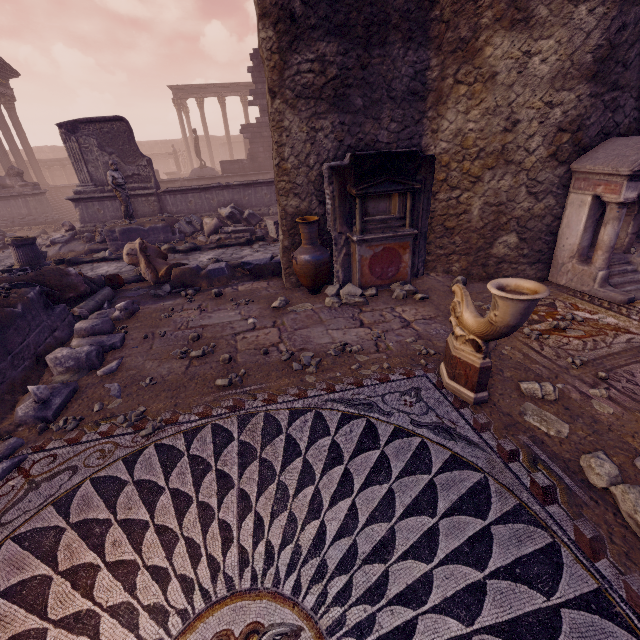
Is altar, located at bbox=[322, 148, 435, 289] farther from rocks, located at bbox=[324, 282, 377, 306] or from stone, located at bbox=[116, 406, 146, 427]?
stone, located at bbox=[116, 406, 146, 427]

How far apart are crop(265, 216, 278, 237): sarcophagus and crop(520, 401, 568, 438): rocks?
8.5m

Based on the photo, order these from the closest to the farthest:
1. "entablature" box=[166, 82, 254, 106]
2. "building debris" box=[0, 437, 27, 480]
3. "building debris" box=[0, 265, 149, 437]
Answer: "building debris" box=[0, 437, 27, 480] → "building debris" box=[0, 265, 149, 437] → "entablature" box=[166, 82, 254, 106]

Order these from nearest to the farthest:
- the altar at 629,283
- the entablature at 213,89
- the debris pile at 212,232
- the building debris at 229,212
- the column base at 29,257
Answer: the altar at 629,283, the column base at 29,257, the debris pile at 212,232, the building debris at 229,212, the entablature at 213,89

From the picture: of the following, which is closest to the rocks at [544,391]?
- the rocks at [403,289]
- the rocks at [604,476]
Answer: the rocks at [604,476]

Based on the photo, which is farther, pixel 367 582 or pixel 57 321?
pixel 57 321

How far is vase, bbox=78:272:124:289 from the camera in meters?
6.6

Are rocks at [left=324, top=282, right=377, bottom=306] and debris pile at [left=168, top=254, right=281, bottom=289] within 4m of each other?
yes
